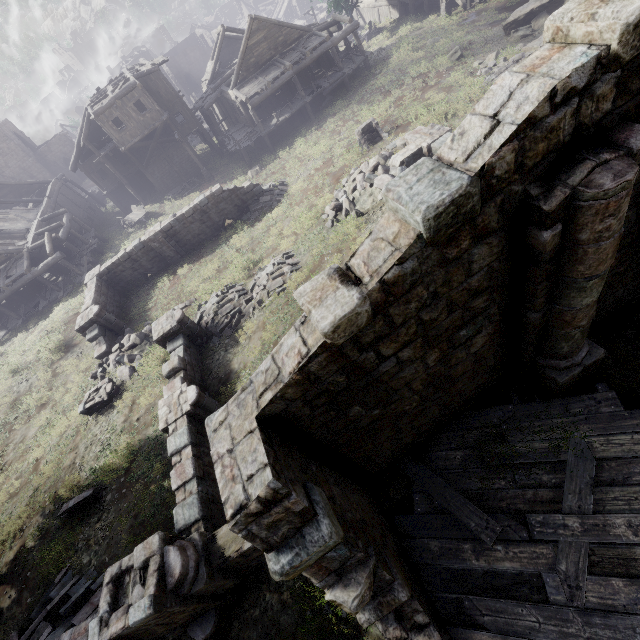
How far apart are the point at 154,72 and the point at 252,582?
37.3 meters

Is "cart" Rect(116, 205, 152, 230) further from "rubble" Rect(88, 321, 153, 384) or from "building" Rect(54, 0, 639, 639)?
"building" Rect(54, 0, 639, 639)

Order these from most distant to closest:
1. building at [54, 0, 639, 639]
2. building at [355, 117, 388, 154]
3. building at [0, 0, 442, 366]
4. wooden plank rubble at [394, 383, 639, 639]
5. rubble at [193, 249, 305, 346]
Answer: building at [0, 0, 442, 366] < building at [355, 117, 388, 154] < rubble at [193, 249, 305, 346] < wooden plank rubble at [394, 383, 639, 639] < building at [54, 0, 639, 639]

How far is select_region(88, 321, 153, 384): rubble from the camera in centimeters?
1589cm

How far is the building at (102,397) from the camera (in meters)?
14.72

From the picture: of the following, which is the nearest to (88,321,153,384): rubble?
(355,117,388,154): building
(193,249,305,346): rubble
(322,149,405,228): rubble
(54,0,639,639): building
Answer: (54,0,639,639): building

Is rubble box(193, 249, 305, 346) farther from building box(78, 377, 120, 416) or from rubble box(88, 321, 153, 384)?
rubble box(88, 321, 153, 384)

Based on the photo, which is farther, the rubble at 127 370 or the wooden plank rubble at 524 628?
the rubble at 127 370
